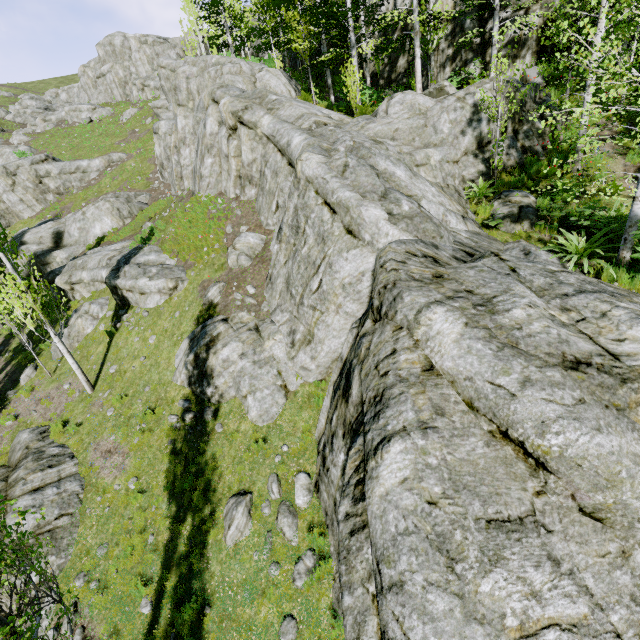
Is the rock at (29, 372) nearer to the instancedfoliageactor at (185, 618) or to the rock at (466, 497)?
the rock at (466, 497)

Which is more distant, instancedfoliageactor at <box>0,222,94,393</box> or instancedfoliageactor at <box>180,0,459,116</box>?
instancedfoliageactor at <box>180,0,459,116</box>

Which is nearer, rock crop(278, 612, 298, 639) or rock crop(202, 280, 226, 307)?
rock crop(278, 612, 298, 639)

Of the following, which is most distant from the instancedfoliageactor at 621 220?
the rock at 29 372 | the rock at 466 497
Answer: the rock at 29 372

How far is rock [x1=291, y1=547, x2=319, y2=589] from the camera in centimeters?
724cm

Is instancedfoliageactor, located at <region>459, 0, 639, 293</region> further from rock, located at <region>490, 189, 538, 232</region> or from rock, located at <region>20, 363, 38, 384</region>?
rock, located at <region>20, 363, 38, 384</region>

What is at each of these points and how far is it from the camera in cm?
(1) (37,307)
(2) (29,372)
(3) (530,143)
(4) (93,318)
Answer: (1) instancedfoliageactor, 1090
(2) rock, 1529
(3) rock, 1155
(4) rock, 1587

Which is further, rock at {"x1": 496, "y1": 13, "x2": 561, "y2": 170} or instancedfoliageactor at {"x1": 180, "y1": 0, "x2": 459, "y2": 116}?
instancedfoliageactor at {"x1": 180, "y1": 0, "x2": 459, "y2": 116}
